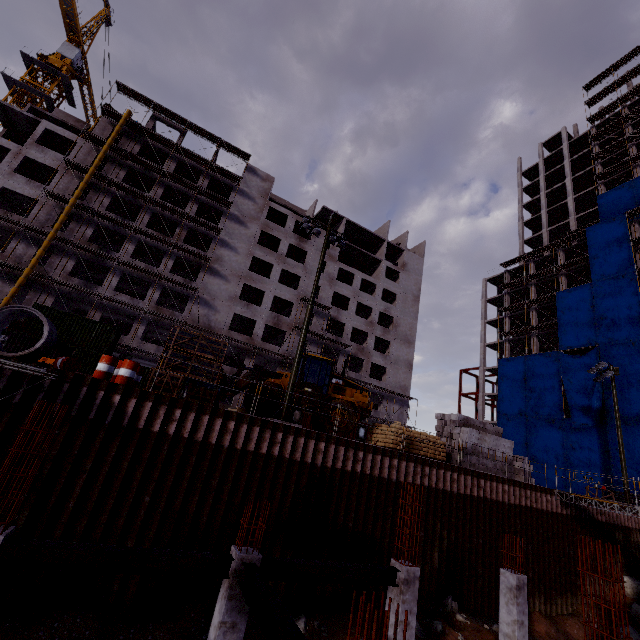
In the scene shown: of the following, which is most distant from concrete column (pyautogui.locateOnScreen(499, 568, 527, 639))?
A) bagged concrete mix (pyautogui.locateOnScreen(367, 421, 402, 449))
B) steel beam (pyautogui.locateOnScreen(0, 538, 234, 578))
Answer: steel beam (pyautogui.locateOnScreen(0, 538, 234, 578))

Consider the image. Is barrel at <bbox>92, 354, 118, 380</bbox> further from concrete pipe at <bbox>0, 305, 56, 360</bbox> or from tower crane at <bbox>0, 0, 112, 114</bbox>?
tower crane at <bbox>0, 0, 112, 114</bbox>

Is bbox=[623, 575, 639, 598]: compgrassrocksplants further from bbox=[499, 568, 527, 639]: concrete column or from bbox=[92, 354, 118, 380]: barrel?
bbox=[92, 354, 118, 380]: barrel

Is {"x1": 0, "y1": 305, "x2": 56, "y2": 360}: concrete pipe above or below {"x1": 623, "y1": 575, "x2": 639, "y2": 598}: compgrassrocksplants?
above

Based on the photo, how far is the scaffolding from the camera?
36.54m

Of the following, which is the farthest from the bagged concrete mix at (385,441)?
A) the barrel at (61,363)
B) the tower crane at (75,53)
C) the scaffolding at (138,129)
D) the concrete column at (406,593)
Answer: the tower crane at (75,53)

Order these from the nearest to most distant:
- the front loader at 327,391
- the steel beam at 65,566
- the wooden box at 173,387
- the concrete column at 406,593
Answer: the steel beam at 65,566, the concrete column at 406,593, the wooden box at 173,387, the front loader at 327,391

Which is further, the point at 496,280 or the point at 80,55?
the point at 496,280
